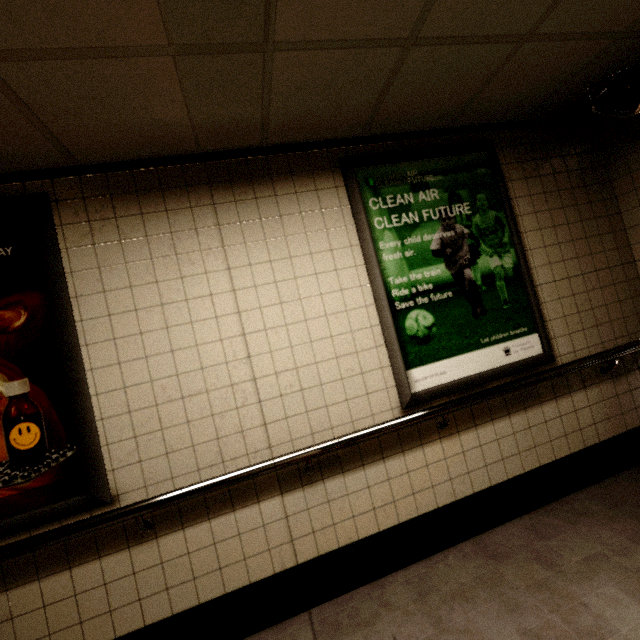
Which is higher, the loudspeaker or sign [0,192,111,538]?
the loudspeaker

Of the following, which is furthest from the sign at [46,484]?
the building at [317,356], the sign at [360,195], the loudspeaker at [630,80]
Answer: the loudspeaker at [630,80]

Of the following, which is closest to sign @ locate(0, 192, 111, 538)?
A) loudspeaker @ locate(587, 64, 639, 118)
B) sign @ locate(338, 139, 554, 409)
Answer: sign @ locate(338, 139, 554, 409)

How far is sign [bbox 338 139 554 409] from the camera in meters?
2.2

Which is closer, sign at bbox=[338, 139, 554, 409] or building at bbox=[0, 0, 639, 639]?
building at bbox=[0, 0, 639, 639]

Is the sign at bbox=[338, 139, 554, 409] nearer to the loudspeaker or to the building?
the building

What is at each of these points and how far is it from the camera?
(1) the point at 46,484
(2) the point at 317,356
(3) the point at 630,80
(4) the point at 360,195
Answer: (1) sign, 1.7 meters
(2) building, 2.1 meters
(3) loudspeaker, 2.2 meters
(4) sign, 2.2 meters

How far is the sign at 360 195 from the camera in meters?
2.2 m
